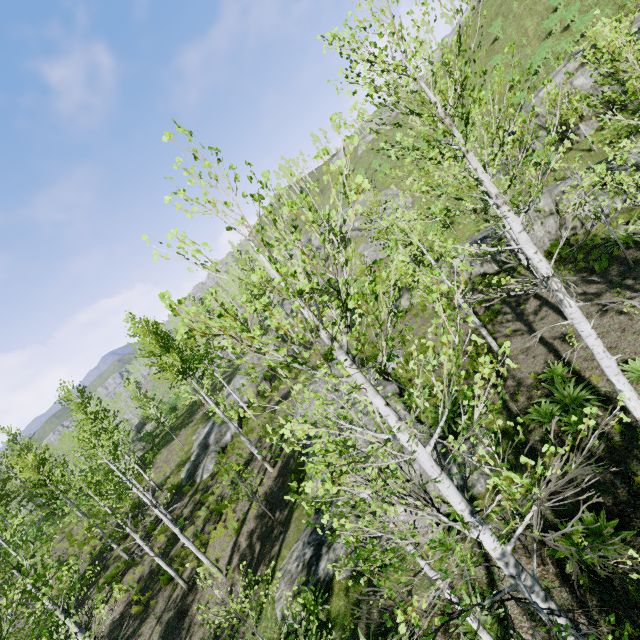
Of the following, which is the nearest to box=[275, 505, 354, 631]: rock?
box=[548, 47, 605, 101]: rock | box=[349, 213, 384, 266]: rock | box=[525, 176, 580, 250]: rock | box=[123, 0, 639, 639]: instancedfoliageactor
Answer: box=[123, 0, 639, 639]: instancedfoliageactor

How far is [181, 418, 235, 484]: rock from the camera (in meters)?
22.00

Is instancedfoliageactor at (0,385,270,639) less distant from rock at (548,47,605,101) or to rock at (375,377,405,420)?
rock at (375,377,405,420)

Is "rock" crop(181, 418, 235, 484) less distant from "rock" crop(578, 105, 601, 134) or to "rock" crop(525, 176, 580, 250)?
"rock" crop(525, 176, 580, 250)

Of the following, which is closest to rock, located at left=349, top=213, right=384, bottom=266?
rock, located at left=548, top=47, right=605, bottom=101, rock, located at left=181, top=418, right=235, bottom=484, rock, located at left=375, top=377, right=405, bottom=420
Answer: rock, located at left=548, top=47, right=605, bottom=101

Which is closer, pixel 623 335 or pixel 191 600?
pixel 623 335

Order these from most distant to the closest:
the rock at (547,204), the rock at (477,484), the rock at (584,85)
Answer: the rock at (584,85) → the rock at (547,204) → the rock at (477,484)

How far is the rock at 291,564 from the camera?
9.8m
